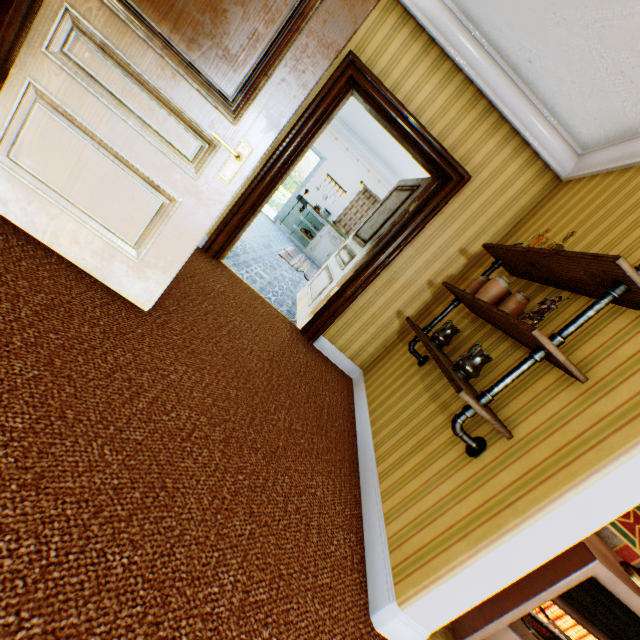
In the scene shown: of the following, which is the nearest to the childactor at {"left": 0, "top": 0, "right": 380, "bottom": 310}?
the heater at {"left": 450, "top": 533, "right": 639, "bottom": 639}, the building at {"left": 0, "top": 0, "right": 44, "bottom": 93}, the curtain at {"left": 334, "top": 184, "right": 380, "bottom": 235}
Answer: the building at {"left": 0, "top": 0, "right": 44, "bottom": 93}

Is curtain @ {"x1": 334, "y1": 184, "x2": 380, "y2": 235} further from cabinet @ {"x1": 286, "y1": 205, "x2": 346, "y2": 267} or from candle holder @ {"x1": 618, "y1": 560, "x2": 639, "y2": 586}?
candle holder @ {"x1": 618, "y1": 560, "x2": 639, "y2": 586}

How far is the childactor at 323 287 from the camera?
3.5 meters

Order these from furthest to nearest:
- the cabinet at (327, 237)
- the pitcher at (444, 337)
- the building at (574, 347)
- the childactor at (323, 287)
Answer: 1. the cabinet at (327, 237)
2. the childactor at (323, 287)
3. the pitcher at (444, 337)
4. the building at (574, 347)

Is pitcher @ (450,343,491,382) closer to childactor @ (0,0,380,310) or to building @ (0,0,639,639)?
building @ (0,0,639,639)

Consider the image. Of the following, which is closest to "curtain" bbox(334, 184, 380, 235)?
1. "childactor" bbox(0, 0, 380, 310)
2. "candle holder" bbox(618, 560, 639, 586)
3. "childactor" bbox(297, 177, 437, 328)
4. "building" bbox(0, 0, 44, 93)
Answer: "building" bbox(0, 0, 44, 93)

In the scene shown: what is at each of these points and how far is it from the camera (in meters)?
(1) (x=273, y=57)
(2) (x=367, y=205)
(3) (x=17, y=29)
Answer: (1) childactor, 1.61
(2) curtain, 8.97
(3) building, 1.38

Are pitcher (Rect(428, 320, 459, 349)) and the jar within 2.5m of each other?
yes
